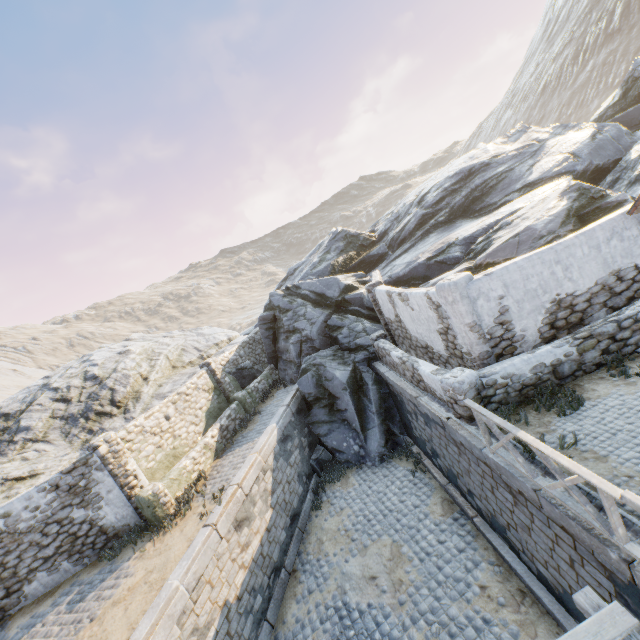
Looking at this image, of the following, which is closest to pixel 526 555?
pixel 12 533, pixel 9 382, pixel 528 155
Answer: pixel 12 533

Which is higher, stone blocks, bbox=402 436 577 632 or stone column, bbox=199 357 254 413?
stone column, bbox=199 357 254 413

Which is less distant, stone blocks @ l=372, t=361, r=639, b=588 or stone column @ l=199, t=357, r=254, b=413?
stone blocks @ l=372, t=361, r=639, b=588

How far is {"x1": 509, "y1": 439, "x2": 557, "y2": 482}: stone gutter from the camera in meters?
5.5

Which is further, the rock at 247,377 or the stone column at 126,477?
the rock at 247,377

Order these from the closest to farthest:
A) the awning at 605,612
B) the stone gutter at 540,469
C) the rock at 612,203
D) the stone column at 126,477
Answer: the awning at 605,612 < the stone gutter at 540,469 < the stone column at 126,477 < the rock at 612,203

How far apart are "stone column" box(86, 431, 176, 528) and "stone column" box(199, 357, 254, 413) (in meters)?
4.96
